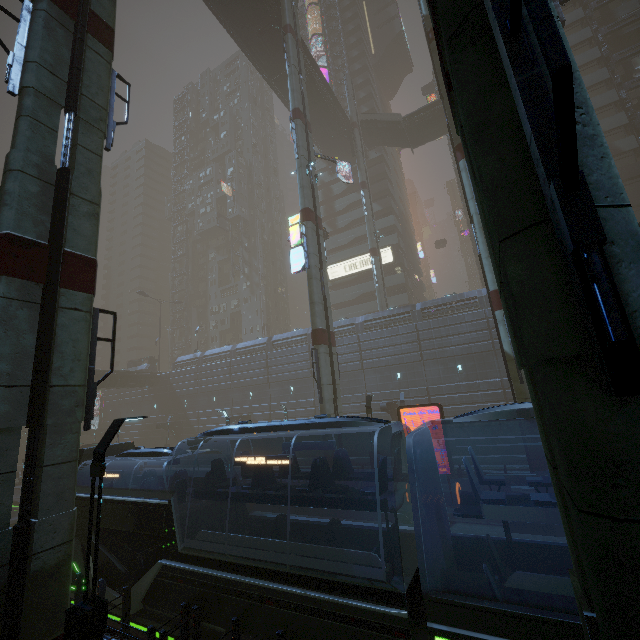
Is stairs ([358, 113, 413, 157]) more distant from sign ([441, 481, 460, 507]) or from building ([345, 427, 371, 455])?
sign ([441, 481, 460, 507])

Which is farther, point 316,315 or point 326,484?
point 316,315

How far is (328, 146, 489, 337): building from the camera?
30.48m

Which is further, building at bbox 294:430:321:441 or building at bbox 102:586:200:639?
building at bbox 294:430:321:441

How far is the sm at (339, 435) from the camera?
19.7m

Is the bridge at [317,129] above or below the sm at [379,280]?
above

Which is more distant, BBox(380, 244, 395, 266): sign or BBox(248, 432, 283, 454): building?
BBox(380, 244, 395, 266): sign

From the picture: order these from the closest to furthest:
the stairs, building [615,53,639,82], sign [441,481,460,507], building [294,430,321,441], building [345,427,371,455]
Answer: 1. sign [441,481,460,507]
2. building [345,427,371,455]
3. building [294,430,321,441]
4. building [615,53,639,82]
5. the stairs
